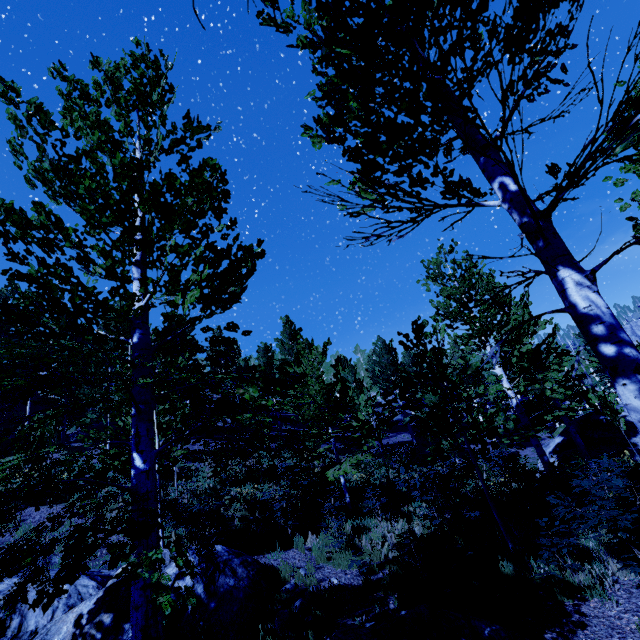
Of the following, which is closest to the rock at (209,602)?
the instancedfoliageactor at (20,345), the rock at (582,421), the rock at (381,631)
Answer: the instancedfoliageactor at (20,345)

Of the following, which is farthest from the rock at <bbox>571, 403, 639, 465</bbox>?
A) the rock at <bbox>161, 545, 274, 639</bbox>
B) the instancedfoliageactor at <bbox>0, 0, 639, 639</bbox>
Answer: the rock at <bbox>161, 545, 274, 639</bbox>

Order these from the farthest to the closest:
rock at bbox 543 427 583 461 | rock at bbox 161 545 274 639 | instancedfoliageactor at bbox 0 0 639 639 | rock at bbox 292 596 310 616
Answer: rock at bbox 543 427 583 461, rock at bbox 292 596 310 616, rock at bbox 161 545 274 639, instancedfoliageactor at bbox 0 0 639 639

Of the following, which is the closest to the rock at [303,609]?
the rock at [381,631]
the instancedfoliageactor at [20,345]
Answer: the instancedfoliageactor at [20,345]

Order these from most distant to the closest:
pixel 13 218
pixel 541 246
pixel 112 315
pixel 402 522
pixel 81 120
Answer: pixel 112 315 → pixel 402 522 → pixel 81 120 → pixel 13 218 → pixel 541 246

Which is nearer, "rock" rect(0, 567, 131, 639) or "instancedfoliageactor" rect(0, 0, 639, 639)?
"instancedfoliageactor" rect(0, 0, 639, 639)

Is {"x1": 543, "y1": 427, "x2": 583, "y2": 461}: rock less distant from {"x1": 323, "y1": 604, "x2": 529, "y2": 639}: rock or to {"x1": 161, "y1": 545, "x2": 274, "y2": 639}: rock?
{"x1": 323, "y1": 604, "x2": 529, "y2": 639}: rock
